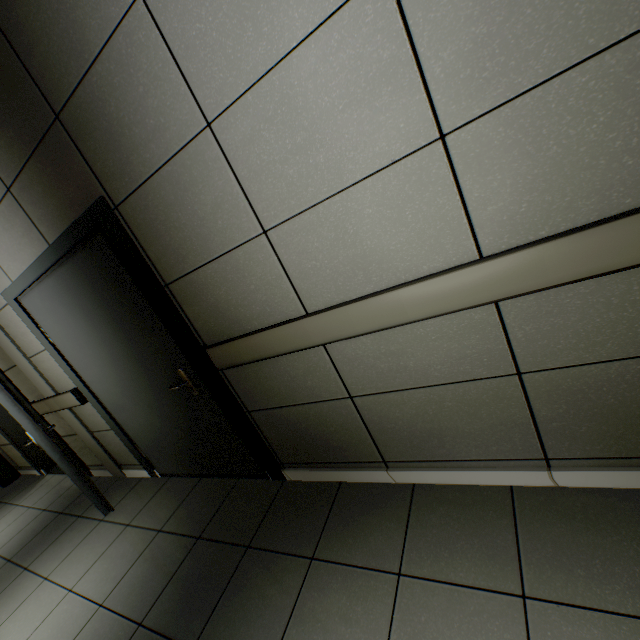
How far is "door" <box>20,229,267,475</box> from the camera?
2.1m

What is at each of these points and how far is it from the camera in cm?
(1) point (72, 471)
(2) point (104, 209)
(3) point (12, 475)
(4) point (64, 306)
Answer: (1) door, 290
(2) doorway, 179
(3) garbage can, 538
(4) door, 245

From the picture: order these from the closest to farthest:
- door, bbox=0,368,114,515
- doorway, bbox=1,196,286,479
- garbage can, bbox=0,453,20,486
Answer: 1. doorway, bbox=1,196,286,479
2. door, bbox=0,368,114,515
3. garbage can, bbox=0,453,20,486

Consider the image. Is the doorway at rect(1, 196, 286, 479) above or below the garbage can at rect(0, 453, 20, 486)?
above

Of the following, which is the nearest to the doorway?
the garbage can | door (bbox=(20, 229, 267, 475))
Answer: door (bbox=(20, 229, 267, 475))

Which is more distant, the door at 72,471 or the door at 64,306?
the door at 72,471

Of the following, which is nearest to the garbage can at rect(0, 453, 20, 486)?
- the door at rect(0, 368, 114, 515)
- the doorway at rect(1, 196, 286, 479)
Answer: the door at rect(0, 368, 114, 515)

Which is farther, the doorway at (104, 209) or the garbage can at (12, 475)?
the garbage can at (12, 475)
